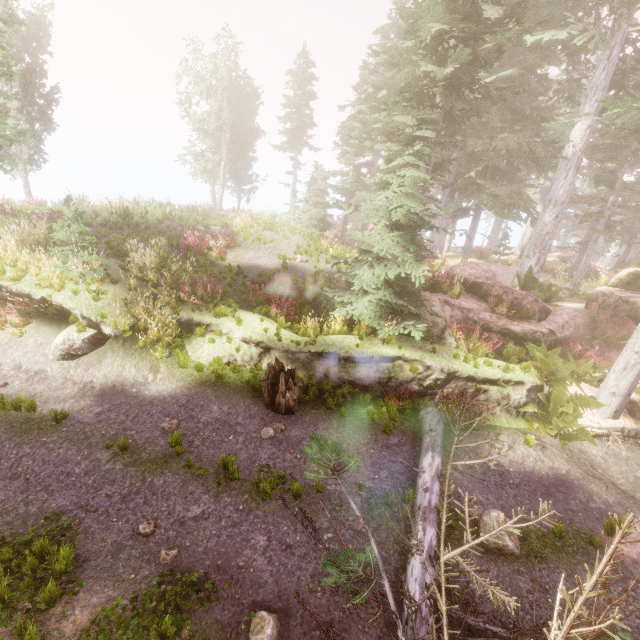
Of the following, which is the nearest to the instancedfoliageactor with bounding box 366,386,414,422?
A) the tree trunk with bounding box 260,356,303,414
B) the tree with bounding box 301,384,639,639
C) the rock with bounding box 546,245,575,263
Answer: the tree with bounding box 301,384,639,639

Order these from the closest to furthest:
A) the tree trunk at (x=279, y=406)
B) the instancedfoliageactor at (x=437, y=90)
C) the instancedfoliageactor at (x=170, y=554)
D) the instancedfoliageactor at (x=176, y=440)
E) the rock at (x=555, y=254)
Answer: the instancedfoliageactor at (x=170, y=554) < the instancedfoliageactor at (x=176, y=440) < the tree trunk at (x=279, y=406) < the instancedfoliageactor at (x=437, y=90) < the rock at (x=555, y=254)

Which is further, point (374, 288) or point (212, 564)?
point (374, 288)

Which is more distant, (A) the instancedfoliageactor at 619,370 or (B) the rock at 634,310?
(B) the rock at 634,310

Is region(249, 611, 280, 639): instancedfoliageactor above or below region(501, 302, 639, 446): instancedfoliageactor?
below

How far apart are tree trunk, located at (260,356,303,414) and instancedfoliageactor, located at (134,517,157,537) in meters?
3.6 m

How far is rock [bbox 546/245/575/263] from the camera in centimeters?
2825cm

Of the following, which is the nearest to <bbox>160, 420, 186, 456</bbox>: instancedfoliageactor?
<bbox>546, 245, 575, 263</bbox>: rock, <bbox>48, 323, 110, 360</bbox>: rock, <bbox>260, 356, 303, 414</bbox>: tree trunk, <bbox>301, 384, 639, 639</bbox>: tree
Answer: <bbox>301, 384, 639, 639</bbox>: tree
